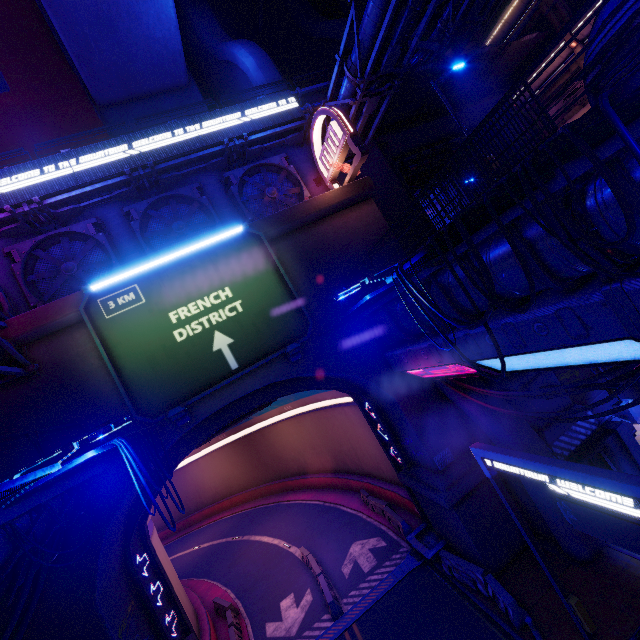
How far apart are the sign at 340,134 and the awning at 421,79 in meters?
4.9

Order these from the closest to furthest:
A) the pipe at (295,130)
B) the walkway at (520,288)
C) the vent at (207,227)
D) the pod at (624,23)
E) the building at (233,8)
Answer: the walkway at (520,288) < the pod at (624,23) < the pipe at (295,130) < the vent at (207,227) < the building at (233,8)

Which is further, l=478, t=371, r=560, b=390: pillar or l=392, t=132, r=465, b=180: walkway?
l=392, t=132, r=465, b=180: walkway

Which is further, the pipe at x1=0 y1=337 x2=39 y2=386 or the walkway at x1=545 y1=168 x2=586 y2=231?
the pipe at x1=0 y1=337 x2=39 y2=386

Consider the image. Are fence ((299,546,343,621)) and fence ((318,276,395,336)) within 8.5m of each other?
no

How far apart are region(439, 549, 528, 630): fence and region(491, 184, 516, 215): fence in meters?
13.3 m

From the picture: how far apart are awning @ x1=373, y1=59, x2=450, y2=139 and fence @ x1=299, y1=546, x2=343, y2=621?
27.18m

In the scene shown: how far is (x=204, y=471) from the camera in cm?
4378
